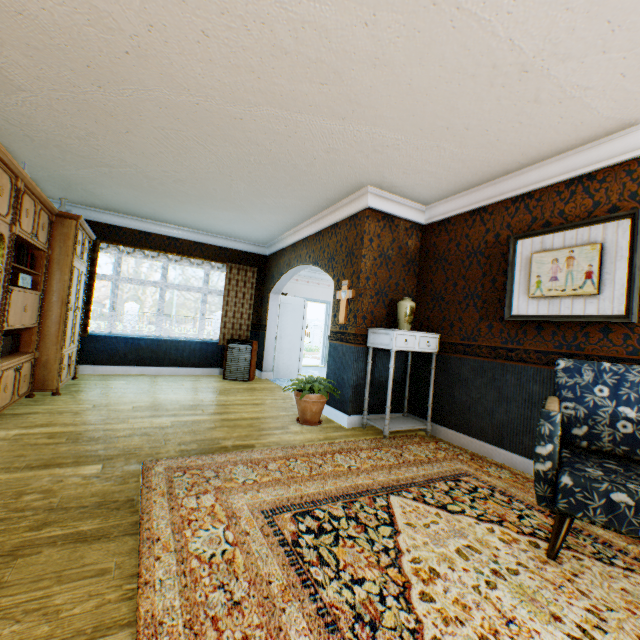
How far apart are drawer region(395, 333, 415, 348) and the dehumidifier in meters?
3.8 m

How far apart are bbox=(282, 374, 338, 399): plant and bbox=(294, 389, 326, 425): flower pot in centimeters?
4cm

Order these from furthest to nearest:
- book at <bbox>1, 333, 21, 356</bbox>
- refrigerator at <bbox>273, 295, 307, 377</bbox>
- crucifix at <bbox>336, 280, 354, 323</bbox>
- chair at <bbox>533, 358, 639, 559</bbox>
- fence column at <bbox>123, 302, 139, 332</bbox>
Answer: fence column at <bbox>123, 302, 139, 332</bbox> → refrigerator at <bbox>273, 295, 307, 377</bbox> → crucifix at <bbox>336, 280, 354, 323</bbox> → book at <bbox>1, 333, 21, 356</bbox> → chair at <bbox>533, 358, 639, 559</bbox>

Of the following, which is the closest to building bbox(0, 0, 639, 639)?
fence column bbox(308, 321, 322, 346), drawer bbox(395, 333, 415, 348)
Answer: drawer bbox(395, 333, 415, 348)

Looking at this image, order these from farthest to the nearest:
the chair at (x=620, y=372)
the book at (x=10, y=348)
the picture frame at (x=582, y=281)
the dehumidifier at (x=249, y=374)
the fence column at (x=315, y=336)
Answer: the fence column at (x=315, y=336)
the dehumidifier at (x=249, y=374)
the book at (x=10, y=348)
the picture frame at (x=582, y=281)
the chair at (x=620, y=372)

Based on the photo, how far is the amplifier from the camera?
3.5 meters

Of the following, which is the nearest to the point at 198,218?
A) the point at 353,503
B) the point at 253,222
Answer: the point at 253,222

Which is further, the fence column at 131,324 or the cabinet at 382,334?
the fence column at 131,324
